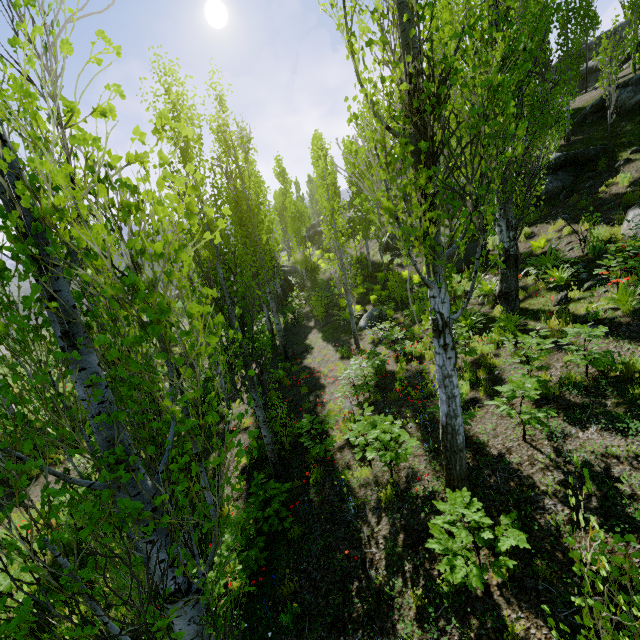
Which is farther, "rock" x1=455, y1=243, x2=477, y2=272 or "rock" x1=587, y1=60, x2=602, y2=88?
"rock" x1=587, y1=60, x2=602, y2=88

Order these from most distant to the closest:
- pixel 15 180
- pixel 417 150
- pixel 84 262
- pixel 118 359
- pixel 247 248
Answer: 1. pixel 247 248
2. pixel 84 262
3. pixel 118 359
4. pixel 417 150
5. pixel 15 180

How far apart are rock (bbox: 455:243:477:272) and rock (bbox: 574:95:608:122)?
8.4 meters

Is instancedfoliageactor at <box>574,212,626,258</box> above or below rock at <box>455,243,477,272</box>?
above

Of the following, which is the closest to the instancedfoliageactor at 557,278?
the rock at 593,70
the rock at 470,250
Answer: the rock at 470,250

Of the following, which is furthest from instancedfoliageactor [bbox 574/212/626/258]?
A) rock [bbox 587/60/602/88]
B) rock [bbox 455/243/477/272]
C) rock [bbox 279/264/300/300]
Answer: rock [bbox 587/60/602/88]

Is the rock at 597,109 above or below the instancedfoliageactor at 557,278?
above

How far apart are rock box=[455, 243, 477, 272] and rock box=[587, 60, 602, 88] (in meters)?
32.73
